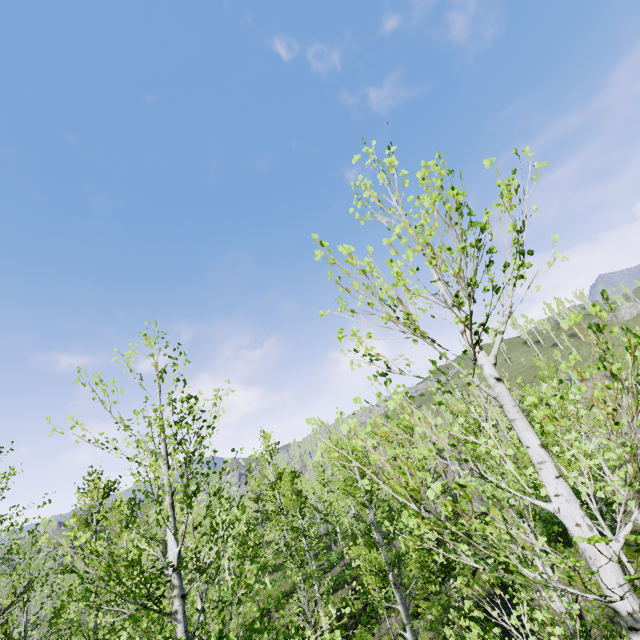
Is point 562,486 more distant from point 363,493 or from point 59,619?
point 59,619
